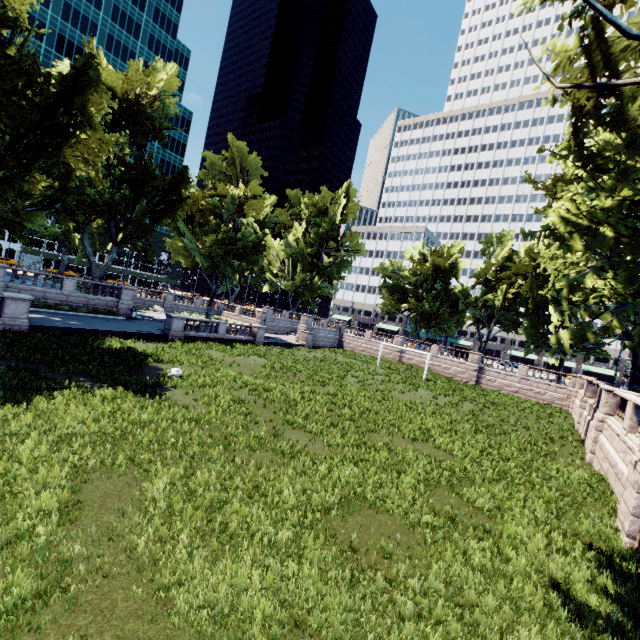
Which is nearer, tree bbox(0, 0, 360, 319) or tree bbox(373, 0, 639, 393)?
tree bbox(373, 0, 639, 393)

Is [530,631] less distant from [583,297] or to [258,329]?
[583,297]

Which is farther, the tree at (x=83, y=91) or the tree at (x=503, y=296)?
the tree at (x=83, y=91)
